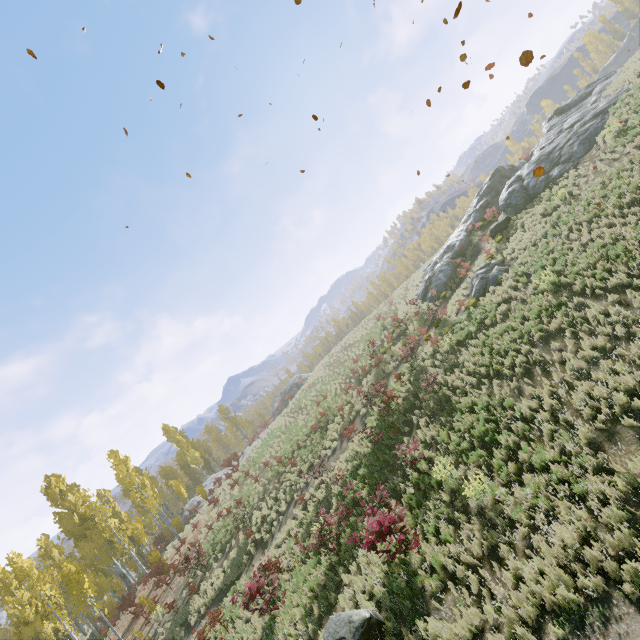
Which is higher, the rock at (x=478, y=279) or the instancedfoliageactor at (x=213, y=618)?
the rock at (x=478, y=279)

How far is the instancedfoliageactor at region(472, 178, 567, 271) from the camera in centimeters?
1838cm

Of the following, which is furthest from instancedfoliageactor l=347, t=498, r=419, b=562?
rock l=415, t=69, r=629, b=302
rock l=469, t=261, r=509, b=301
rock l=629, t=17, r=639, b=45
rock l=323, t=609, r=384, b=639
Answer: rock l=469, t=261, r=509, b=301

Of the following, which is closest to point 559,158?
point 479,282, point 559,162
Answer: point 559,162

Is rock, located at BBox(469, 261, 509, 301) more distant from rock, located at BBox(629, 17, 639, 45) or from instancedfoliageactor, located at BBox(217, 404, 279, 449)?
instancedfoliageactor, located at BBox(217, 404, 279, 449)

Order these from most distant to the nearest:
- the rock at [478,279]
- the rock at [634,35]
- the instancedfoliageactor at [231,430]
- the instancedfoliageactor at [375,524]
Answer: the rock at [634,35] → the instancedfoliageactor at [231,430] → the rock at [478,279] → the instancedfoliageactor at [375,524]

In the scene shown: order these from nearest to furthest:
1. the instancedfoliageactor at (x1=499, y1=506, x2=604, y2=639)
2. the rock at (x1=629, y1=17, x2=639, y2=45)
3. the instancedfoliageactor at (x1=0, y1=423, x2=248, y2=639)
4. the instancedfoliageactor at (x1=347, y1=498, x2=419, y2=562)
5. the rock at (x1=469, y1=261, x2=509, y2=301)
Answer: the instancedfoliageactor at (x1=499, y1=506, x2=604, y2=639) → the instancedfoliageactor at (x1=347, y1=498, x2=419, y2=562) → the rock at (x1=469, y1=261, x2=509, y2=301) → the instancedfoliageactor at (x1=0, y1=423, x2=248, y2=639) → the rock at (x1=629, y1=17, x2=639, y2=45)
